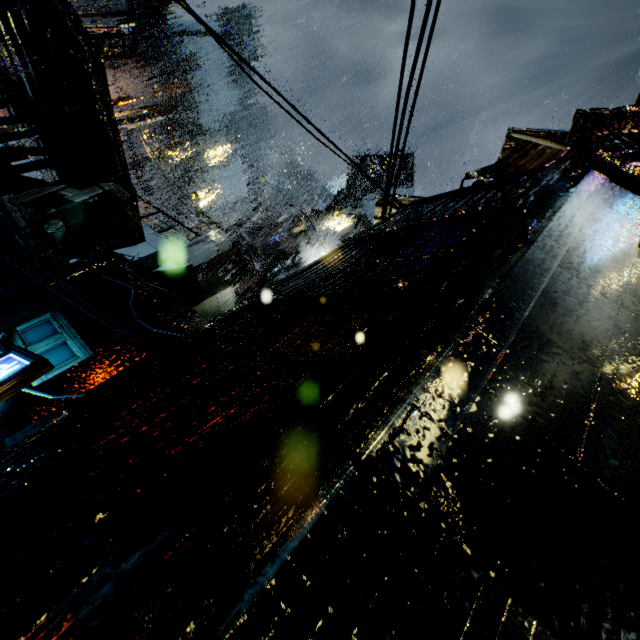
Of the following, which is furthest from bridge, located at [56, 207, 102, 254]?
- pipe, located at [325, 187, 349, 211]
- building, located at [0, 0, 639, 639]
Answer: pipe, located at [325, 187, 349, 211]

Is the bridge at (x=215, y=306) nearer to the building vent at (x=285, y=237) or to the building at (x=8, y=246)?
the building at (x=8, y=246)

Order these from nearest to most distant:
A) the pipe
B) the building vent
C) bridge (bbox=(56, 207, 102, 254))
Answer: bridge (bbox=(56, 207, 102, 254)), the building vent, the pipe

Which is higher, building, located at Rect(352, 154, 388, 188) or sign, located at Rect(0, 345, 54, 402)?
building, located at Rect(352, 154, 388, 188)

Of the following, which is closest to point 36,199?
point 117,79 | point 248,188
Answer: point 248,188

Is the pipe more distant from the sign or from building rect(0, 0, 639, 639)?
the sign

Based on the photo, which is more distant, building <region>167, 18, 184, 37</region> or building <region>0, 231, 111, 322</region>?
building <region>167, 18, 184, 37</region>

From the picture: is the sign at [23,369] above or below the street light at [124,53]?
below
